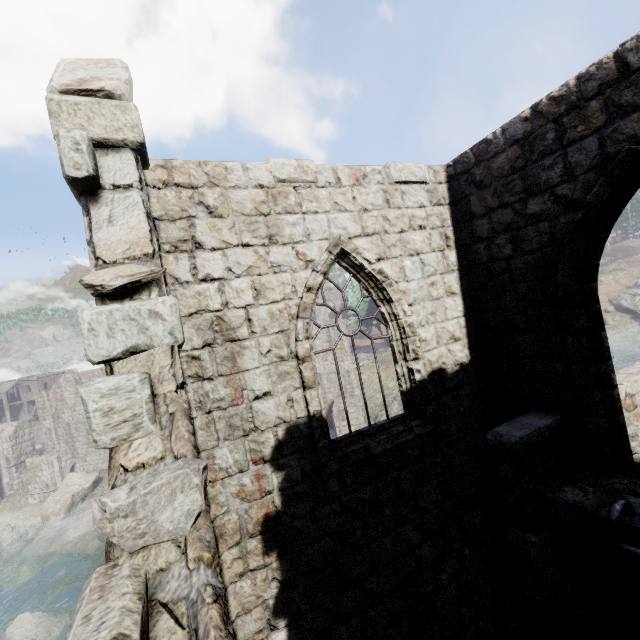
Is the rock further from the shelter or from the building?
the shelter

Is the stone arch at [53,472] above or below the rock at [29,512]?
above

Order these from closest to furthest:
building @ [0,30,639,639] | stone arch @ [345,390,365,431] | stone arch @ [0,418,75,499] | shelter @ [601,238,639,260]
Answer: building @ [0,30,639,639]
stone arch @ [345,390,365,431]
stone arch @ [0,418,75,499]
shelter @ [601,238,639,260]

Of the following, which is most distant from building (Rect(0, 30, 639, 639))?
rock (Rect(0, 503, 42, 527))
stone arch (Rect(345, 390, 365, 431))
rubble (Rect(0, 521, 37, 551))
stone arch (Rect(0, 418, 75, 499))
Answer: rubble (Rect(0, 521, 37, 551))

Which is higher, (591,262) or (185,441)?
(591,262)

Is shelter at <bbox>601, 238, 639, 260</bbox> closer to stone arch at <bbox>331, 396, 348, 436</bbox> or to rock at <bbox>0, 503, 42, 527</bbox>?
stone arch at <bbox>331, 396, 348, 436</bbox>

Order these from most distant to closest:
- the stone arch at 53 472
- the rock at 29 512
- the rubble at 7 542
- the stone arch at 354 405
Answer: the stone arch at 53 472, the rock at 29 512, the stone arch at 354 405, the rubble at 7 542

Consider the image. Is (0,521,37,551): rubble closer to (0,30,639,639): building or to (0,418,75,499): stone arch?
(0,418,75,499): stone arch
